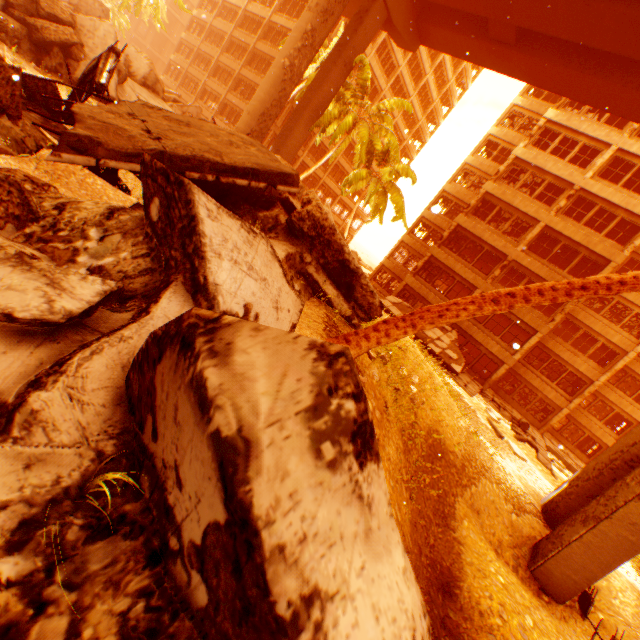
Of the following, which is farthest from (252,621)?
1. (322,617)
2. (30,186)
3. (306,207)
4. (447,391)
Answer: (447,391)

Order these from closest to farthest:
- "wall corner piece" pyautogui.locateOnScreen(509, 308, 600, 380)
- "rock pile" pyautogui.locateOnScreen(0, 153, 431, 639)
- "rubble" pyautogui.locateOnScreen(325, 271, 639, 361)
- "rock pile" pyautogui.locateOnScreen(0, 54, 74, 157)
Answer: "rock pile" pyautogui.locateOnScreen(0, 153, 431, 639), "rock pile" pyautogui.locateOnScreen(0, 54, 74, 157), "rubble" pyautogui.locateOnScreen(325, 271, 639, 361), "wall corner piece" pyautogui.locateOnScreen(509, 308, 600, 380)

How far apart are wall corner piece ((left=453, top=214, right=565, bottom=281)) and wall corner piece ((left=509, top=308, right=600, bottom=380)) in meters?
2.1

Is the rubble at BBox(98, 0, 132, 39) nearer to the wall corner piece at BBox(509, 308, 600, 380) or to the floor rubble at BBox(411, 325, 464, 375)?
the wall corner piece at BBox(509, 308, 600, 380)

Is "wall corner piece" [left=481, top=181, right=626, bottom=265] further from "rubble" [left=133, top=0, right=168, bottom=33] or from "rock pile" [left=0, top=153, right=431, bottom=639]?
"rock pile" [left=0, top=153, right=431, bottom=639]

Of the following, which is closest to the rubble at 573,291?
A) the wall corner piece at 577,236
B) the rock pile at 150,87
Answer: the wall corner piece at 577,236

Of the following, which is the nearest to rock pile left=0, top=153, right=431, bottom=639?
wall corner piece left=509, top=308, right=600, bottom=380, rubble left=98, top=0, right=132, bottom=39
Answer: rubble left=98, top=0, right=132, bottom=39

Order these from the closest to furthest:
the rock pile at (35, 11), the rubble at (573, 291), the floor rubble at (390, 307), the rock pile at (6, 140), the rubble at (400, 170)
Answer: the rock pile at (6, 140) < the rubble at (573, 291) < the rock pile at (35, 11) < the rubble at (400, 170) < the floor rubble at (390, 307)
